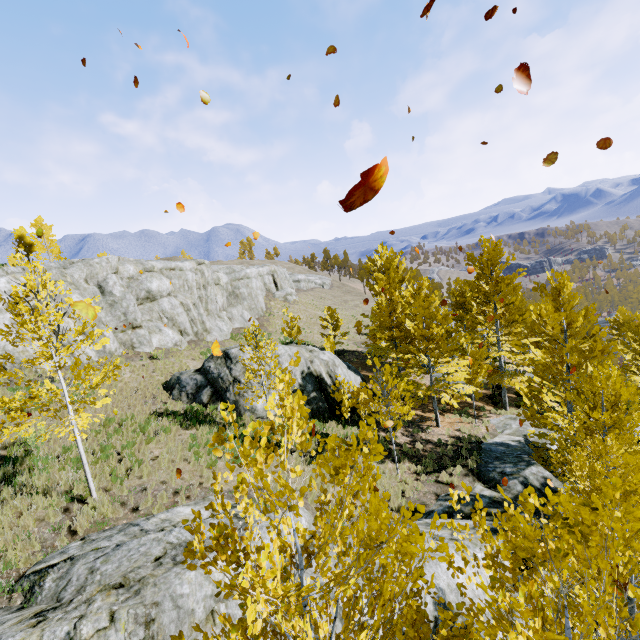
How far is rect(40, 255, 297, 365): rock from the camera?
18.9 meters

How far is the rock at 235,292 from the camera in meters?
18.9

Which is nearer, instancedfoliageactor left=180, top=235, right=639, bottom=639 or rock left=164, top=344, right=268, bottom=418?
instancedfoliageactor left=180, top=235, right=639, bottom=639

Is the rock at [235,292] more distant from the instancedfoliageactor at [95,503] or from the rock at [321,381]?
the rock at [321,381]

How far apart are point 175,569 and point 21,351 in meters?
15.8

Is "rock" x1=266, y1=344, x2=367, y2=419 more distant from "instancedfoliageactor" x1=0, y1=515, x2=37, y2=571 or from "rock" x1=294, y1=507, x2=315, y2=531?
"rock" x1=294, y1=507, x2=315, y2=531

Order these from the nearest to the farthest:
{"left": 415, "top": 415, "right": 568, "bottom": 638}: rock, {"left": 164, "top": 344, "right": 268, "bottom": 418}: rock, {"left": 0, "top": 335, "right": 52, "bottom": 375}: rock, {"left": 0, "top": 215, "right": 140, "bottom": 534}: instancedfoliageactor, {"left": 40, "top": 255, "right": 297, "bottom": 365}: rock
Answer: {"left": 415, "top": 415, "right": 568, "bottom": 638}: rock < {"left": 0, "top": 215, "right": 140, "bottom": 534}: instancedfoliageactor < {"left": 0, "top": 335, "right": 52, "bottom": 375}: rock < {"left": 164, "top": 344, "right": 268, "bottom": 418}: rock < {"left": 40, "top": 255, "right": 297, "bottom": 365}: rock

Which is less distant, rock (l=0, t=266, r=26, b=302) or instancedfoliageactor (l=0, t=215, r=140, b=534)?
instancedfoliageactor (l=0, t=215, r=140, b=534)
